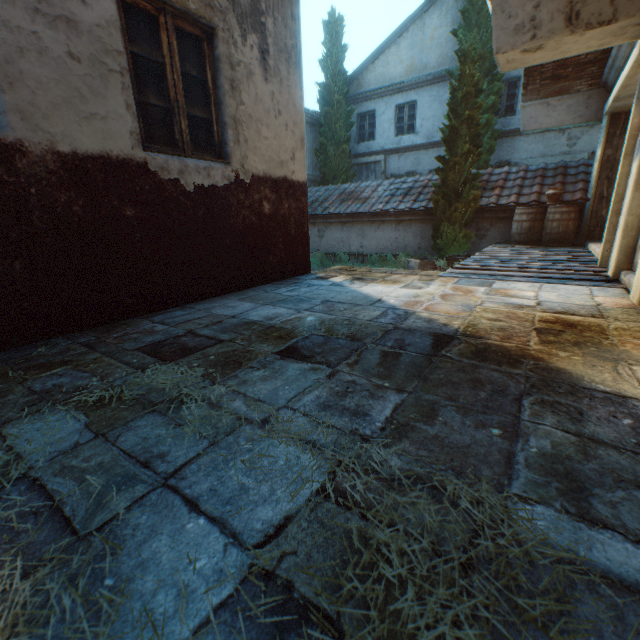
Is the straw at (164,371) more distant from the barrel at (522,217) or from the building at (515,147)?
the barrel at (522,217)

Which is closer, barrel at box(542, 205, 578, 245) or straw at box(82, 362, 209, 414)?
straw at box(82, 362, 209, 414)

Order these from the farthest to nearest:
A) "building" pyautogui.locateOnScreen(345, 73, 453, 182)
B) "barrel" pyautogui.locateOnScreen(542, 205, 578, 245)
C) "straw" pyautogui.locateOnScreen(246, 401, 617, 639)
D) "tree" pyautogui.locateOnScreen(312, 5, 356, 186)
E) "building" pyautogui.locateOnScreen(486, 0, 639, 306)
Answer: "tree" pyautogui.locateOnScreen(312, 5, 356, 186) → "building" pyautogui.locateOnScreen(345, 73, 453, 182) → "barrel" pyautogui.locateOnScreen(542, 205, 578, 245) → "building" pyautogui.locateOnScreen(486, 0, 639, 306) → "straw" pyautogui.locateOnScreen(246, 401, 617, 639)

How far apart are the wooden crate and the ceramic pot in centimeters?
287cm

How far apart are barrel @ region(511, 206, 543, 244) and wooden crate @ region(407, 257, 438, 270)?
1.88m

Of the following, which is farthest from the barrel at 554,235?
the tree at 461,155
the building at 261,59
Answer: the building at 261,59

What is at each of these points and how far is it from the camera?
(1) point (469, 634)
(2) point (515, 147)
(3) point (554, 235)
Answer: (1) straw, 0.7 meters
(2) building, 12.9 meters
(3) barrel, 8.1 meters

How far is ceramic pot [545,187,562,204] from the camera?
8.0m
